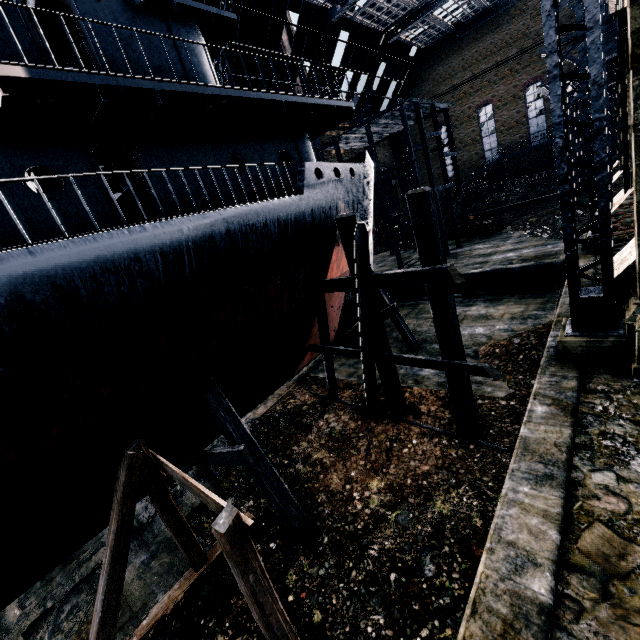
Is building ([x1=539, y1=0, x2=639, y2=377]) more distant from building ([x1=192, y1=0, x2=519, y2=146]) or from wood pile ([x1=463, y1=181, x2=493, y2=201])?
wood pile ([x1=463, y1=181, x2=493, y2=201])

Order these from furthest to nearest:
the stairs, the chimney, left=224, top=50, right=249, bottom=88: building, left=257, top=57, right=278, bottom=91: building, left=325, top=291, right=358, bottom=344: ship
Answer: the chimney → left=257, top=57, right=278, bottom=91: building → left=224, top=50, right=249, bottom=88: building → the stairs → left=325, top=291, right=358, bottom=344: ship

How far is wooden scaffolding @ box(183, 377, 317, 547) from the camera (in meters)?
8.61

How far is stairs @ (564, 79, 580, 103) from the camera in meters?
24.8 m

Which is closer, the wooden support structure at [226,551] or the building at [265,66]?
the wooden support structure at [226,551]

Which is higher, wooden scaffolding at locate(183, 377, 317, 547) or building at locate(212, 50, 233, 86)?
building at locate(212, 50, 233, 86)

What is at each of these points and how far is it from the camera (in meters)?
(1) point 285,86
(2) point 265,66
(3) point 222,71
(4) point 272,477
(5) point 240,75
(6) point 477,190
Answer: (1) building, 34.62
(2) building, 31.38
(3) building, 27.30
(4) wooden scaffolding, 8.82
(5) building, 30.02
(6) wood pile, 43.94

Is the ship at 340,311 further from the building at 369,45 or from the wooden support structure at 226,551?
the building at 369,45
